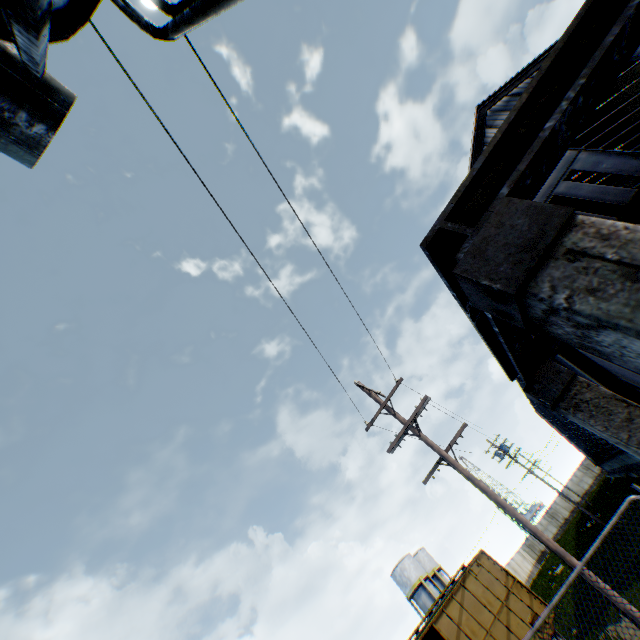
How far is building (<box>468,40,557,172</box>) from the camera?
20.2 meters

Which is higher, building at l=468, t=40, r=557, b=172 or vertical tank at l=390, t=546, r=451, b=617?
building at l=468, t=40, r=557, b=172

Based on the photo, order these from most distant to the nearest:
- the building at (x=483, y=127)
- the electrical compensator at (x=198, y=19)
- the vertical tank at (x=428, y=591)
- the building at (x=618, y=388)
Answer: the vertical tank at (x=428, y=591) < the building at (x=483, y=127) < the building at (x=618, y=388) < the electrical compensator at (x=198, y=19)

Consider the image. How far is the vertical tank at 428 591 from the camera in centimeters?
4194cm

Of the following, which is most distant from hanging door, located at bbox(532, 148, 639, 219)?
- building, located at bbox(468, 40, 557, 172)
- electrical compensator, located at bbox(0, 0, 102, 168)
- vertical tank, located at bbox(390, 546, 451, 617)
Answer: vertical tank, located at bbox(390, 546, 451, 617)

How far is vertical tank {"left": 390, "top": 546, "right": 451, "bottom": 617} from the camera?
41.94m

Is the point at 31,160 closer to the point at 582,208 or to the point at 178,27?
the point at 178,27

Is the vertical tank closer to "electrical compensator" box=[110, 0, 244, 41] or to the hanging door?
the hanging door
